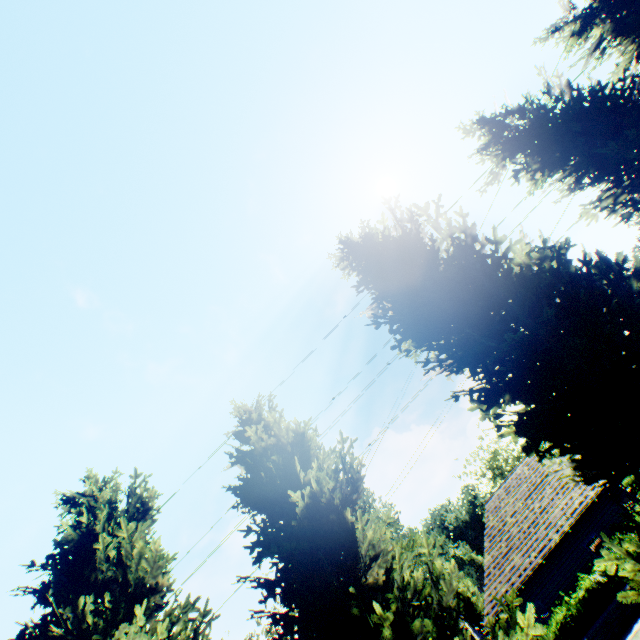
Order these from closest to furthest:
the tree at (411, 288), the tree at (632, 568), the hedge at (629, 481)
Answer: the tree at (632, 568)
the tree at (411, 288)
the hedge at (629, 481)

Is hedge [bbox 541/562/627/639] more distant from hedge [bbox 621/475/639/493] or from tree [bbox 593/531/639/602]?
hedge [bbox 621/475/639/493]

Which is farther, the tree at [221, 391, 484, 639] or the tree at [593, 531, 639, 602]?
the tree at [221, 391, 484, 639]

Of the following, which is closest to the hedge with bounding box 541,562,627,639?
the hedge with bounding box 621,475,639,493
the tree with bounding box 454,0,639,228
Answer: the tree with bounding box 454,0,639,228

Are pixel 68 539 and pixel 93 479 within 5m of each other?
yes

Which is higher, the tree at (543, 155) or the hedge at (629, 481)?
the tree at (543, 155)

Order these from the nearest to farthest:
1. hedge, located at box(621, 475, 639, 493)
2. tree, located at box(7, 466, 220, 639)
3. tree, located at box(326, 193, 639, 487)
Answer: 1. tree, located at box(326, 193, 639, 487)
2. tree, located at box(7, 466, 220, 639)
3. hedge, located at box(621, 475, 639, 493)
